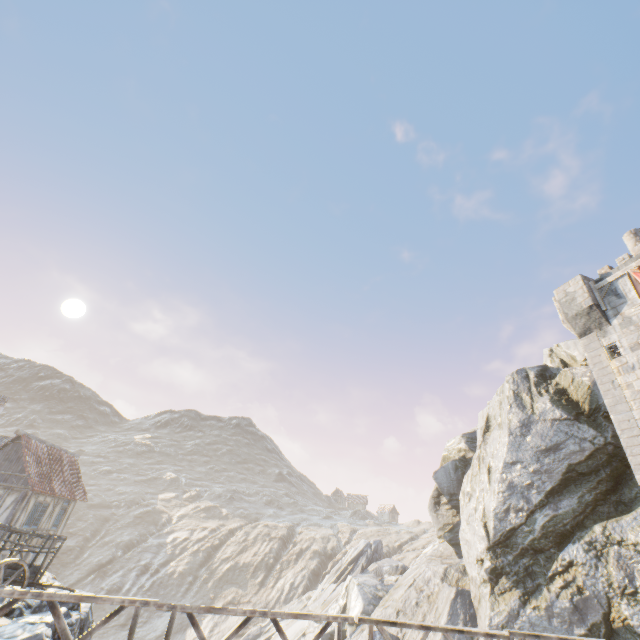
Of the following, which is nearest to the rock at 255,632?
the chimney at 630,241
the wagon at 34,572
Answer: the wagon at 34,572

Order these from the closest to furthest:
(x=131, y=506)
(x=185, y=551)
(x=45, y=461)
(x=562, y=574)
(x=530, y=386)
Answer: (x=562, y=574) < (x=530, y=386) < (x=45, y=461) < (x=185, y=551) < (x=131, y=506)

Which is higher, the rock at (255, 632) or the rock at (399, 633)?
the rock at (399, 633)

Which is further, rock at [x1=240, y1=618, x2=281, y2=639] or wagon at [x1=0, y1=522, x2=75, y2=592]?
rock at [x1=240, y1=618, x2=281, y2=639]

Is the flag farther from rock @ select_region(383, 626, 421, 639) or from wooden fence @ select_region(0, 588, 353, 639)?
wooden fence @ select_region(0, 588, 353, 639)

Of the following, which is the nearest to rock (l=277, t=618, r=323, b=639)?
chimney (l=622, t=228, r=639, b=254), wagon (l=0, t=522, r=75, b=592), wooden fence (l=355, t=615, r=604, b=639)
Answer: wagon (l=0, t=522, r=75, b=592)

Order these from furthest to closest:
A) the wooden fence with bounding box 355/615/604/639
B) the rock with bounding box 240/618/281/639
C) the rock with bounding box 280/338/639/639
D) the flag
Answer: the rock with bounding box 240/618/281/639, the flag, the rock with bounding box 280/338/639/639, the wooden fence with bounding box 355/615/604/639

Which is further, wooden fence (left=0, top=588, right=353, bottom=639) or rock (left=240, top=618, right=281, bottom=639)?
rock (left=240, top=618, right=281, bottom=639)
